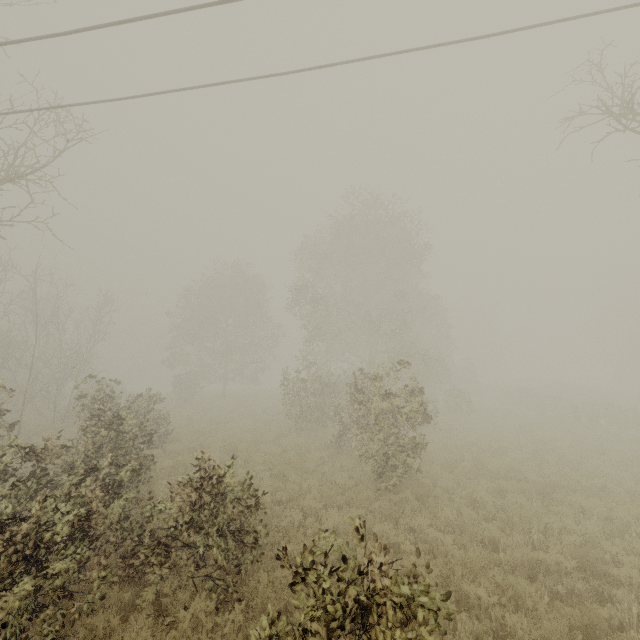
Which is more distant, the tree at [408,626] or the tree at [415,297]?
the tree at [415,297]

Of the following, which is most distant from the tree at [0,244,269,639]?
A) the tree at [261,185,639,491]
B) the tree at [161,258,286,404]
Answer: the tree at [261,185,639,491]

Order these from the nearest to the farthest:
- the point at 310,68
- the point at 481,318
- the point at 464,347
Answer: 1. the point at 310,68
2. the point at 464,347
3. the point at 481,318

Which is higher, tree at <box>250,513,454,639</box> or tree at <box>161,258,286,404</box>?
tree at <box>161,258,286,404</box>

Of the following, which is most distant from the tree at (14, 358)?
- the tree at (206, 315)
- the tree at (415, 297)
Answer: the tree at (415, 297)

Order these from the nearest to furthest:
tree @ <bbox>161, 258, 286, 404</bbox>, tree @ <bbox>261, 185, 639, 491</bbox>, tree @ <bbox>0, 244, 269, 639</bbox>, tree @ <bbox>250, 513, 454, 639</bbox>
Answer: tree @ <bbox>250, 513, 454, 639</bbox> < tree @ <bbox>0, 244, 269, 639</bbox> < tree @ <bbox>261, 185, 639, 491</bbox> < tree @ <bbox>161, 258, 286, 404</bbox>

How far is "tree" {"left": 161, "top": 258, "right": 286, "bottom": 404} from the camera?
32.03m
